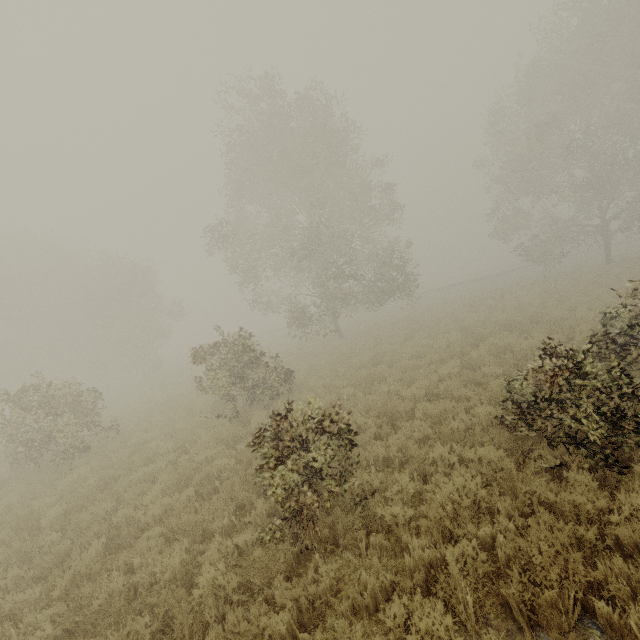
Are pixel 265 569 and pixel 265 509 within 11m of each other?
yes

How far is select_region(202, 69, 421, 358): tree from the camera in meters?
19.1 m

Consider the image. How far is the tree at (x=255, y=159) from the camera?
19.1m

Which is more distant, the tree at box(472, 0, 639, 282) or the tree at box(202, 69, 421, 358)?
the tree at box(472, 0, 639, 282)

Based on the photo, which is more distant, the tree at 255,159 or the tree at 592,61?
the tree at 592,61
